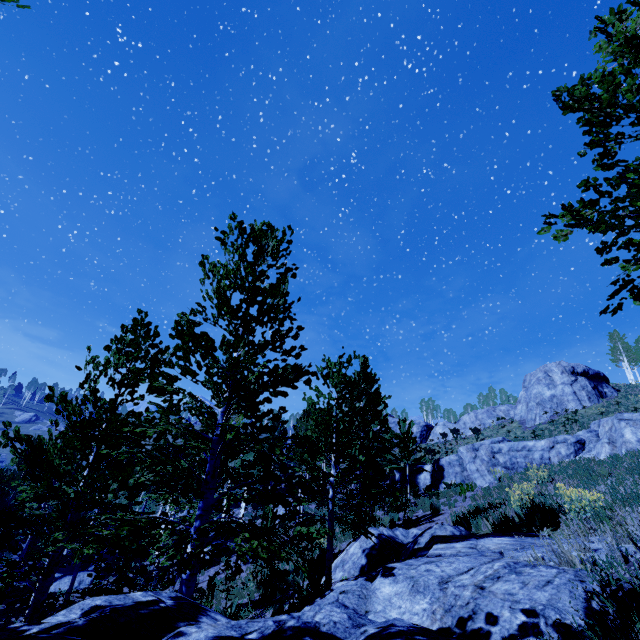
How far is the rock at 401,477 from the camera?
25.3m

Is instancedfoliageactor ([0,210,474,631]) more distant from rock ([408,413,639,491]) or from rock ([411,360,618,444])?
rock ([411,360,618,444])

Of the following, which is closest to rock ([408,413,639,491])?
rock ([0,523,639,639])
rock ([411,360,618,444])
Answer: rock ([0,523,639,639])

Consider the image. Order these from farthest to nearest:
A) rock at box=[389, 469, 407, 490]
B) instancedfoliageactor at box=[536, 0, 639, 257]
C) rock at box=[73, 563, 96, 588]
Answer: rock at box=[389, 469, 407, 490] → rock at box=[73, 563, 96, 588] → instancedfoliageactor at box=[536, 0, 639, 257]

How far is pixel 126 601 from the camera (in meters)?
2.95

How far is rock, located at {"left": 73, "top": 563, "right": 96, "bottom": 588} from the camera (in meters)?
22.83

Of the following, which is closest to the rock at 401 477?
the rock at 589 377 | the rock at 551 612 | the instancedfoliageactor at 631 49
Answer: the instancedfoliageactor at 631 49

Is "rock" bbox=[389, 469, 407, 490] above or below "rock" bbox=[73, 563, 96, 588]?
above
